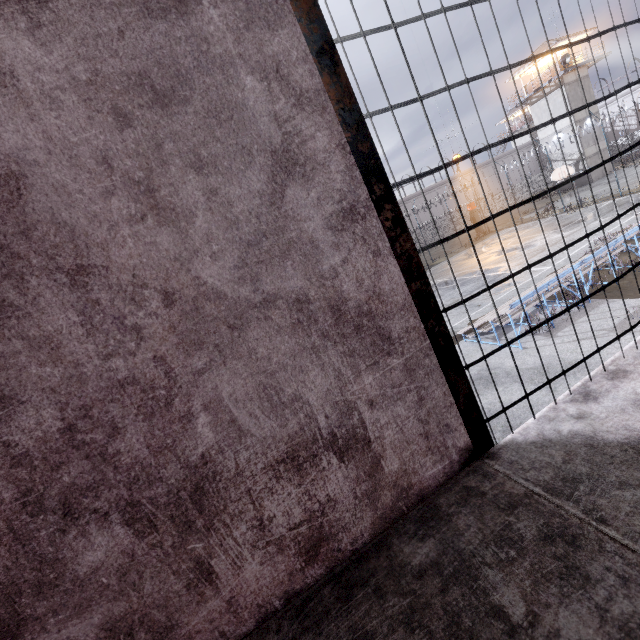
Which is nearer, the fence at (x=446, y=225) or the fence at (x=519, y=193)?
A: the fence at (x=519, y=193)

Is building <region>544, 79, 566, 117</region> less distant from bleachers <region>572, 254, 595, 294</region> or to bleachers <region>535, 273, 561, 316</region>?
bleachers <region>572, 254, 595, 294</region>

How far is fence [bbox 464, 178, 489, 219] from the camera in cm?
3359

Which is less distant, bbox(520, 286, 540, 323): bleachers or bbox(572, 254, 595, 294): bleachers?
bbox(520, 286, 540, 323): bleachers

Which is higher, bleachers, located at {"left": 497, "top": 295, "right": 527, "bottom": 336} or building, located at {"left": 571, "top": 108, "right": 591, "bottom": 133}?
building, located at {"left": 571, "top": 108, "right": 591, "bottom": 133}

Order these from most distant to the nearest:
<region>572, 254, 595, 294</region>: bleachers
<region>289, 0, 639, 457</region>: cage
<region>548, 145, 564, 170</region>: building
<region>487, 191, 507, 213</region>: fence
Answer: <region>487, 191, 507, 213</region>: fence, <region>548, 145, 564, 170</region>: building, <region>572, 254, 595, 294</region>: bleachers, <region>289, 0, 639, 457</region>: cage

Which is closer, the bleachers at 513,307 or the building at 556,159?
the bleachers at 513,307

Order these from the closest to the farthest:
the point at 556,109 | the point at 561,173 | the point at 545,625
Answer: the point at 545,625 → the point at 561,173 → the point at 556,109
